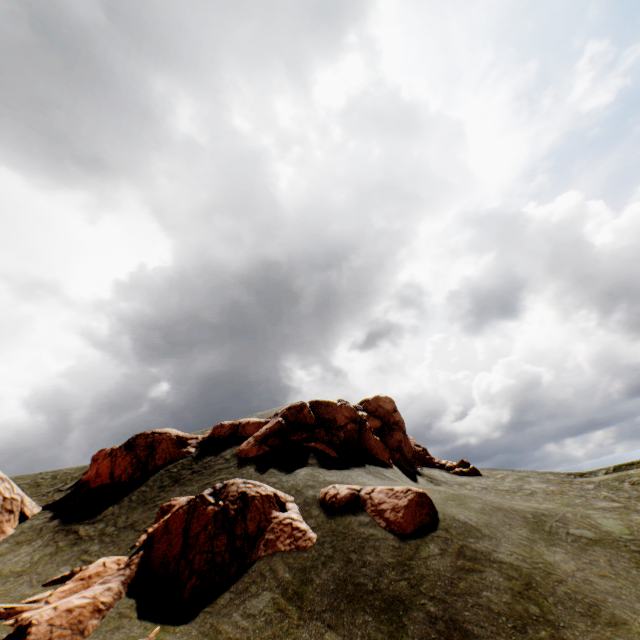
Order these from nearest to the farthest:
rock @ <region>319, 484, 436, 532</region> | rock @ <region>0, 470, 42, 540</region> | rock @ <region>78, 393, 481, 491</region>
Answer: rock @ <region>319, 484, 436, 532</region> < rock @ <region>0, 470, 42, 540</region> < rock @ <region>78, 393, 481, 491</region>

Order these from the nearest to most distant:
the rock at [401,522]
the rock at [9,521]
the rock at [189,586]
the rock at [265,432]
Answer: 1. the rock at [189,586]
2. the rock at [401,522]
3. the rock at [9,521]
4. the rock at [265,432]

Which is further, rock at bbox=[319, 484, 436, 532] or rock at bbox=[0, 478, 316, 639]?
rock at bbox=[319, 484, 436, 532]

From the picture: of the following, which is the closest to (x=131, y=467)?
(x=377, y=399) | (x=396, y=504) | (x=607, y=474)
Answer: (x=396, y=504)

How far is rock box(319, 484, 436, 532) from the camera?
12.61m

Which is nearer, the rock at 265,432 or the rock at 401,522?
the rock at 401,522
